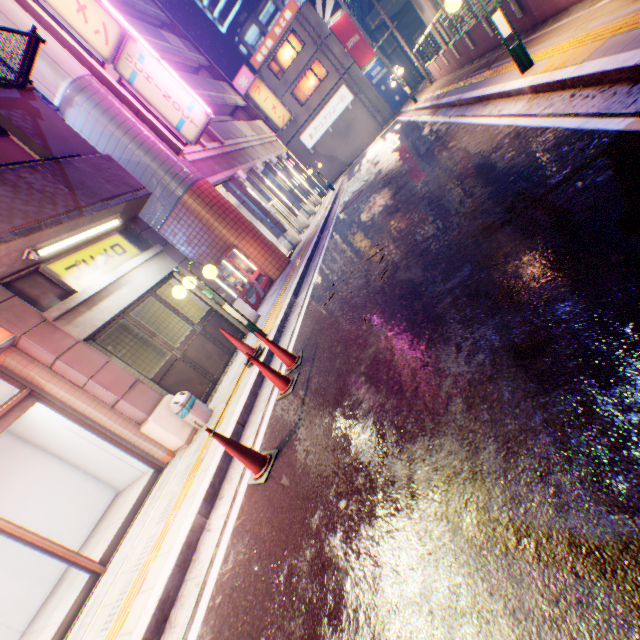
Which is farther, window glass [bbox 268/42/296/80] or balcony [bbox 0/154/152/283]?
window glass [bbox 268/42/296/80]

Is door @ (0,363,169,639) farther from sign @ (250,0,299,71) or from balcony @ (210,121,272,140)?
sign @ (250,0,299,71)

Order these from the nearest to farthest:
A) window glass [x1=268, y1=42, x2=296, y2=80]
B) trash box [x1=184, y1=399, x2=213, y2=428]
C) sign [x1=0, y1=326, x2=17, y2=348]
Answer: sign [x1=0, y1=326, x2=17, y2=348] → trash box [x1=184, y1=399, x2=213, y2=428] → window glass [x1=268, y1=42, x2=296, y2=80]

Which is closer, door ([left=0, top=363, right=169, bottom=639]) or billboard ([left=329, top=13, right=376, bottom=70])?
door ([left=0, top=363, right=169, bottom=639])

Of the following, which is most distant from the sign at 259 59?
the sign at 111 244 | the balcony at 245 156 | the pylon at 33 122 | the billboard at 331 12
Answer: the sign at 111 244

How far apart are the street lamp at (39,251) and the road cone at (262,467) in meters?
4.1 m

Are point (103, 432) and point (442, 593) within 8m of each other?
yes

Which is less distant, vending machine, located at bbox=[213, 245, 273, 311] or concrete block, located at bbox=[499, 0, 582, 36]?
concrete block, located at bbox=[499, 0, 582, 36]
